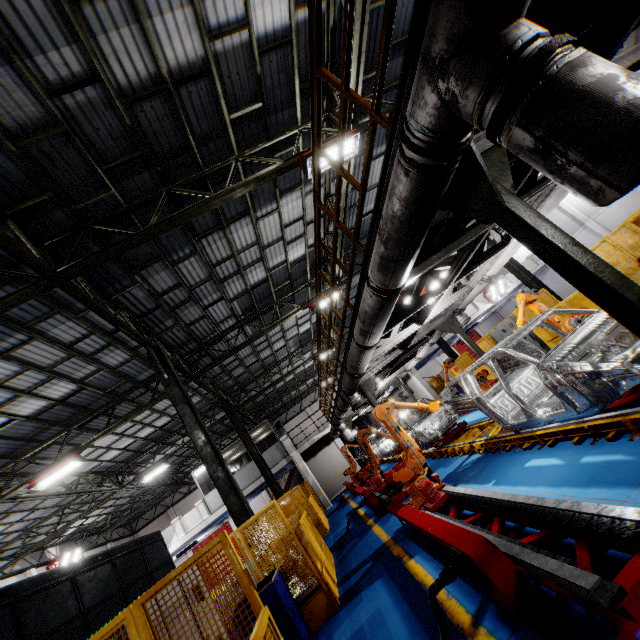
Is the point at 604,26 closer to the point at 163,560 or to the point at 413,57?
the point at 413,57

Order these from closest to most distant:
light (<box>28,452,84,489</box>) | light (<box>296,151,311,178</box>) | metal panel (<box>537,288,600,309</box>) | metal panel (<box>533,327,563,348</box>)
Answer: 1. light (<box>296,151,311,178</box>)
2. metal panel (<box>537,288,600,309</box>)
3. light (<box>28,452,84,489</box>)
4. metal panel (<box>533,327,563,348</box>)

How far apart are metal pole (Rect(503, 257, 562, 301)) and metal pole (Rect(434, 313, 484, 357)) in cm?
655

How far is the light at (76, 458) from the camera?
11.44m

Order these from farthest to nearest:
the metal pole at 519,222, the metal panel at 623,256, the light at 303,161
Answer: the metal panel at 623,256 → the light at 303,161 → the metal pole at 519,222

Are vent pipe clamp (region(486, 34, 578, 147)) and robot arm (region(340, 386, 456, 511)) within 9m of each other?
yes

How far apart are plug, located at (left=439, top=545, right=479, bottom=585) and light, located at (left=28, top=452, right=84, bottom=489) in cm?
1339

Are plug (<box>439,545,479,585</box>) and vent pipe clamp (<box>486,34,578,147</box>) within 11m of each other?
yes
